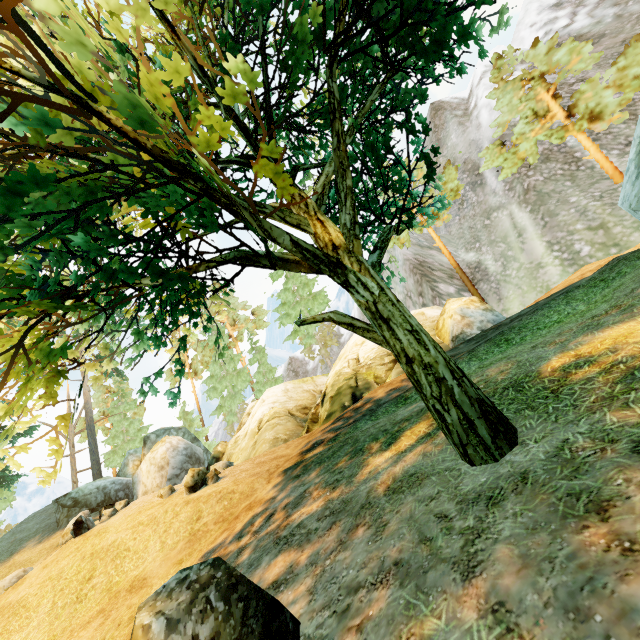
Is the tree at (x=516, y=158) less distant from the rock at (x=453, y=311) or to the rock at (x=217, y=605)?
the rock at (x=217, y=605)

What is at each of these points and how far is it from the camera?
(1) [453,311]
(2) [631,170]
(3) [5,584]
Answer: (1) rock, 15.37m
(2) rock, 8.30m
(3) rock, 13.75m

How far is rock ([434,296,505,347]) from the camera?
14.5 meters

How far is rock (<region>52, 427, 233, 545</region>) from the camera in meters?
13.1

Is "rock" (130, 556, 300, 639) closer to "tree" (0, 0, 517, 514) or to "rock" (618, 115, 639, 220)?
"tree" (0, 0, 517, 514)

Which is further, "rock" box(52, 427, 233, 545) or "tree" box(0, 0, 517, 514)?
"rock" box(52, 427, 233, 545)

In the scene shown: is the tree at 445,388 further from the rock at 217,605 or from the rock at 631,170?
the rock at 631,170

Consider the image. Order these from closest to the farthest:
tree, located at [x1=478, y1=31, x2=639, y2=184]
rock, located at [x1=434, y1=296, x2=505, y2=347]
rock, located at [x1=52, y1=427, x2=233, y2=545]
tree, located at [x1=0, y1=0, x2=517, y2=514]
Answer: tree, located at [x1=0, y1=0, x2=517, y2=514] → rock, located at [x1=52, y1=427, x2=233, y2=545] → rock, located at [x1=434, y1=296, x2=505, y2=347] → tree, located at [x1=478, y1=31, x2=639, y2=184]
